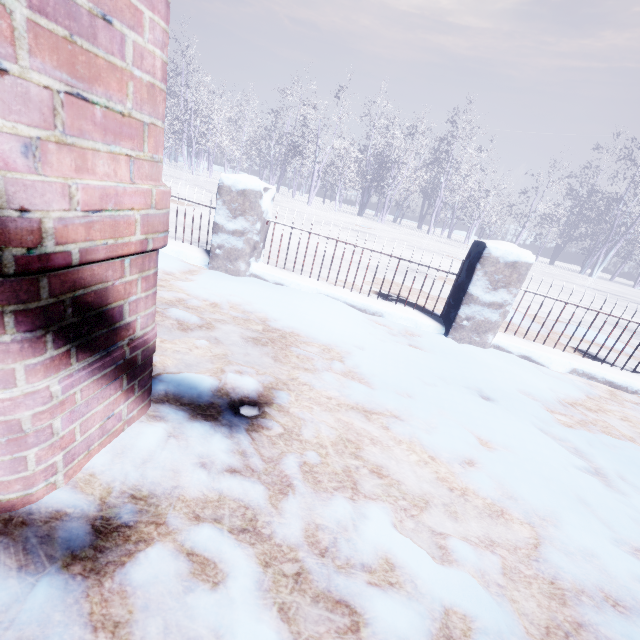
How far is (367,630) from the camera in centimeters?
82cm
